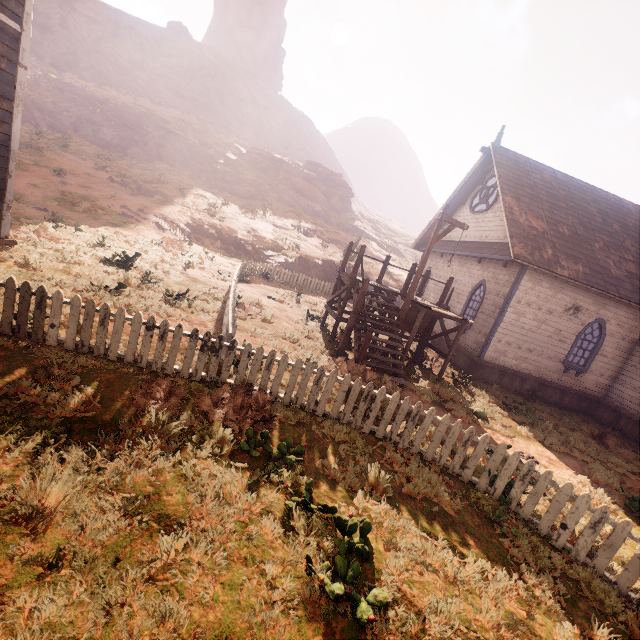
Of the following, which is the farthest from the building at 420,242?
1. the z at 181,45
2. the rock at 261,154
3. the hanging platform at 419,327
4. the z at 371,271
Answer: the rock at 261,154

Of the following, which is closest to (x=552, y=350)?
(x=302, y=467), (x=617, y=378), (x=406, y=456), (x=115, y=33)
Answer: (x=617, y=378)

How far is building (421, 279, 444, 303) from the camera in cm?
1773

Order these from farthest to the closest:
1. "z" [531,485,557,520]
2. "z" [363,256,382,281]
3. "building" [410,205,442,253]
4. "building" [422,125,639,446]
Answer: "z" [363,256,382,281], "building" [410,205,442,253], "building" [422,125,639,446], "z" [531,485,557,520]

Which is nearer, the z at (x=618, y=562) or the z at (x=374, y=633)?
the z at (x=374, y=633)

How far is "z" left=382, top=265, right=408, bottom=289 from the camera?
28.1m
